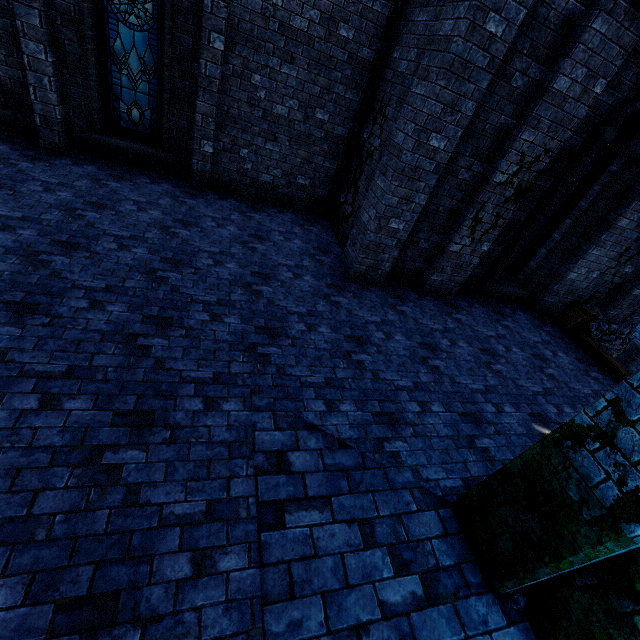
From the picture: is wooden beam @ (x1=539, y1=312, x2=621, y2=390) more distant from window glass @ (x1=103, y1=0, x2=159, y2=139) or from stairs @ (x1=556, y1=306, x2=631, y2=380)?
window glass @ (x1=103, y1=0, x2=159, y2=139)

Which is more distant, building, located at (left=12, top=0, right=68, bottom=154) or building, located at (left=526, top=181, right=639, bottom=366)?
building, located at (left=526, top=181, right=639, bottom=366)

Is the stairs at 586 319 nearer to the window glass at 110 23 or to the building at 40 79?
the building at 40 79

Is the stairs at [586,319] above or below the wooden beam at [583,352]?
above

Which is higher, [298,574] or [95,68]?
[95,68]

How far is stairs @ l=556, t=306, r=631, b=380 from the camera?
7.4 meters

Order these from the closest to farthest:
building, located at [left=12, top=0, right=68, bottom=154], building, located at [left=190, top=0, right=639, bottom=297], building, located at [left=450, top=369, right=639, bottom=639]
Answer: building, located at [left=450, top=369, right=639, bottom=639], building, located at [left=190, top=0, right=639, bottom=297], building, located at [left=12, top=0, right=68, bottom=154]
